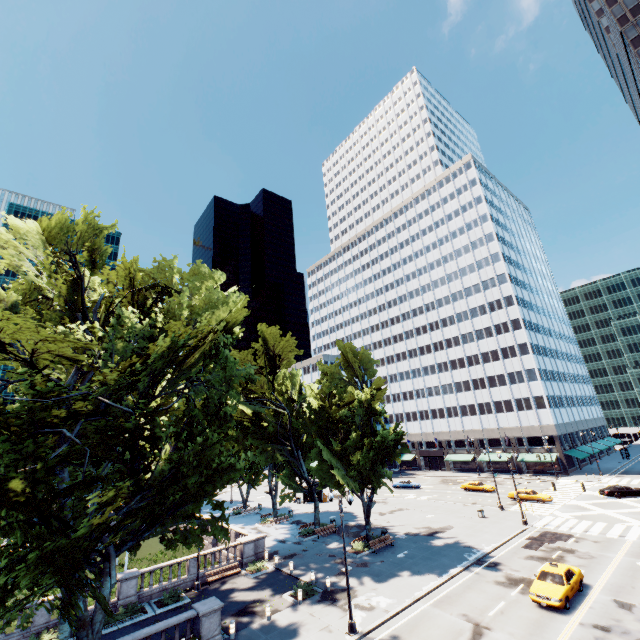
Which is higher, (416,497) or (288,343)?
(288,343)

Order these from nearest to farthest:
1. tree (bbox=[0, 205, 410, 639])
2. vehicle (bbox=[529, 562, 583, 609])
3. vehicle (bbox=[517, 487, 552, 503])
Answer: tree (bbox=[0, 205, 410, 639]) → vehicle (bbox=[529, 562, 583, 609]) → vehicle (bbox=[517, 487, 552, 503])

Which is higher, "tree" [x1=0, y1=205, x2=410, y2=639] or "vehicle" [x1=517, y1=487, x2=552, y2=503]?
"tree" [x1=0, y1=205, x2=410, y2=639]

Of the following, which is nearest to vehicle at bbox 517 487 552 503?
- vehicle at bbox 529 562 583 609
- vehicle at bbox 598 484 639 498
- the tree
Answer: vehicle at bbox 598 484 639 498

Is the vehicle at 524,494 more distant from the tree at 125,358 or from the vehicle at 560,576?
the tree at 125,358

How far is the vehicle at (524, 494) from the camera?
42.5m

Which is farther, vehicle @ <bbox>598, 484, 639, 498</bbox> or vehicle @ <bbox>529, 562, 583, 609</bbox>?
vehicle @ <bbox>598, 484, 639, 498</bbox>

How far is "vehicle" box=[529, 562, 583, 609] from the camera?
19.38m
